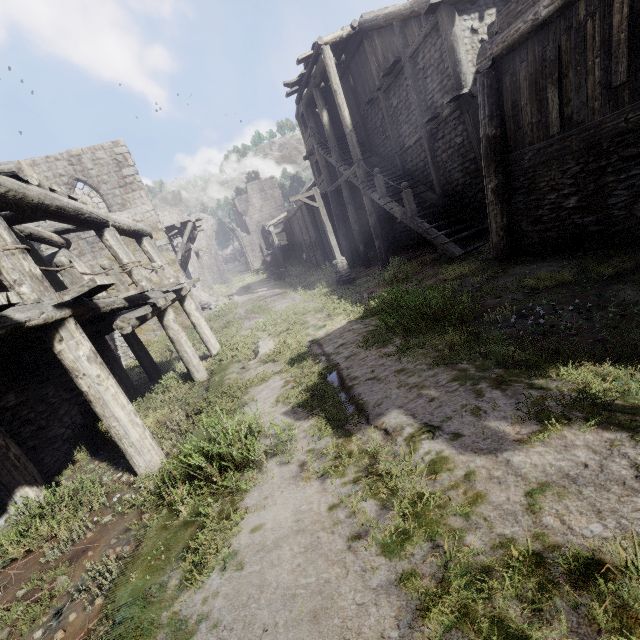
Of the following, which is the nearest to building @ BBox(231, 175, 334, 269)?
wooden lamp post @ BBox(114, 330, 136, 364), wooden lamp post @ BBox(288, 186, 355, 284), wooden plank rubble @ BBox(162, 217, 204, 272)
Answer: wooden plank rubble @ BBox(162, 217, 204, 272)

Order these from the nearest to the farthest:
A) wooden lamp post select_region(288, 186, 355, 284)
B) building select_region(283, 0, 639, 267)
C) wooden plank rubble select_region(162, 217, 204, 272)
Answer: building select_region(283, 0, 639, 267) → wooden lamp post select_region(288, 186, 355, 284) → wooden plank rubble select_region(162, 217, 204, 272)

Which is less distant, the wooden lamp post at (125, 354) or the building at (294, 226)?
the wooden lamp post at (125, 354)

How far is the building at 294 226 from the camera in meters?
24.8 m

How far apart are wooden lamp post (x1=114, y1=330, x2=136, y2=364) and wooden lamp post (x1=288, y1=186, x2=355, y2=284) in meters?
10.6 m

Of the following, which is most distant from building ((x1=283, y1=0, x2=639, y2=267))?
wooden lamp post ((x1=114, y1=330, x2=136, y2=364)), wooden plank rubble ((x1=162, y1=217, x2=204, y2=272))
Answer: wooden lamp post ((x1=114, y1=330, x2=136, y2=364))

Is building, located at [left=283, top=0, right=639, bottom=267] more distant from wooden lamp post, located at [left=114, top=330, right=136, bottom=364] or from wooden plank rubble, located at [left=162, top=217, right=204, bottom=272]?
wooden lamp post, located at [left=114, top=330, right=136, bottom=364]

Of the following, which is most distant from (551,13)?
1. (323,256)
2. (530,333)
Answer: (323,256)
